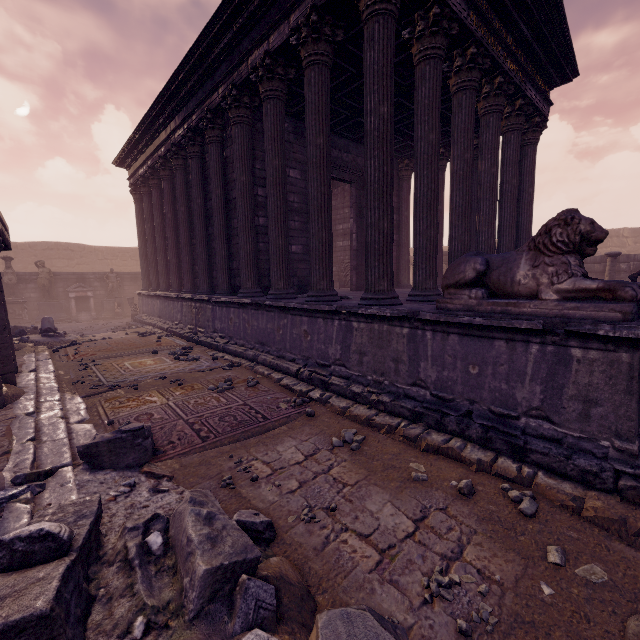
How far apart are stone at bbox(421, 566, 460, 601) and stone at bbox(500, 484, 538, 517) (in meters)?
0.94

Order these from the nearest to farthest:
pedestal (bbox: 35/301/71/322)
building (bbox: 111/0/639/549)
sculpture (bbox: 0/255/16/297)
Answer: building (bbox: 111/0/639/549)
sculpture (bbox: 0/255/16/297)
pedestal (bbox: 35/301/71/322)

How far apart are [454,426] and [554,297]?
1.85m

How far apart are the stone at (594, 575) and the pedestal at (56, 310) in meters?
21.6 m

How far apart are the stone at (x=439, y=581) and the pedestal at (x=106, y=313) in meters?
20.9 m

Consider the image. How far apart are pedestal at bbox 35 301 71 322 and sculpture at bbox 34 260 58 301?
0.0m

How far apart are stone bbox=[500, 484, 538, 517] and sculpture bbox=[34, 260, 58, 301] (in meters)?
21.59

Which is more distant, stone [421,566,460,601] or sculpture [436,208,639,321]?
sculpture [436,208,639,321]
